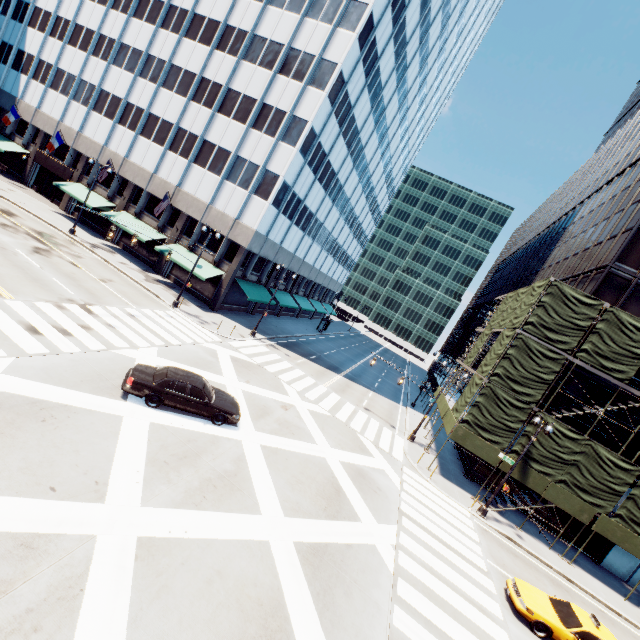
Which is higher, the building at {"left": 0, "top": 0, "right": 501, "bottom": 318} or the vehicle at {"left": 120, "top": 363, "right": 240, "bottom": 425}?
the building at {"left": 0, "top": 0, "right": 501, "bottom": 318}

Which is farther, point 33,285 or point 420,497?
point 420,497

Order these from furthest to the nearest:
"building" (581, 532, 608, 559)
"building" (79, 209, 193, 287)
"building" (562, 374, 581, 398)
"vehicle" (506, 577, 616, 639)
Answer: "building" (79, 209, 193, 287) < "building" (562, 374, 581, 398) < "building" (581, 532, 608, 559) < "vehicle" (506, 577, 616, 639)

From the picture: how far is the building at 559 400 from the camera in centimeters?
2414cm

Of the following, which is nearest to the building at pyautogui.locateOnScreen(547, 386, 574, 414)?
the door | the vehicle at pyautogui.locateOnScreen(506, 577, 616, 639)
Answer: the vehicle at pyautogui.locateOnScreen(506, 577, 616, 639)

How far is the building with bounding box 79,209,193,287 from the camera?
31.16m

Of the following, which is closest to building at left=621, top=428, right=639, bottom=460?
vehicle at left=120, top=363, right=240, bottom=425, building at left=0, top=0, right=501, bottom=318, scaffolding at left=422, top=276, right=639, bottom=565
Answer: scaffolding at left=422, top=276, right=639, bottom=565

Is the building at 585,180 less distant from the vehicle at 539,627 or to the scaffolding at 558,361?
the scaffolding at 558,361
